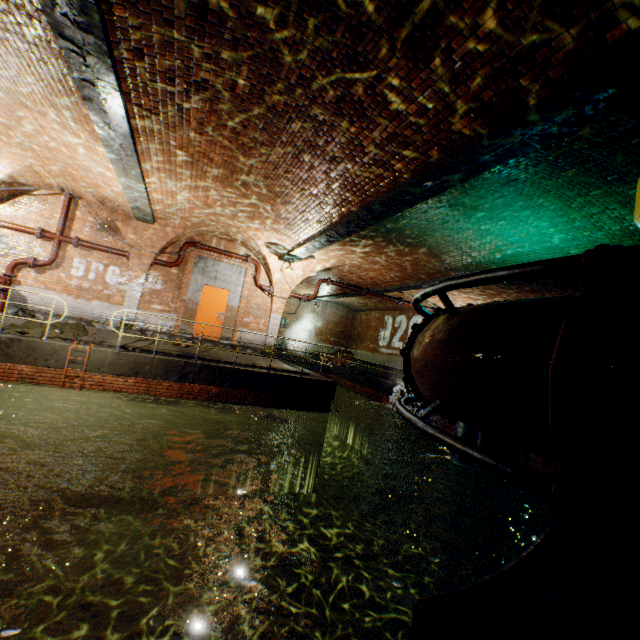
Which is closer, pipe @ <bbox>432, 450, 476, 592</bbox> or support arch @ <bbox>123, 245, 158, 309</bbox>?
pipe @ <bbox>432, 450, 476, 592</bbox>

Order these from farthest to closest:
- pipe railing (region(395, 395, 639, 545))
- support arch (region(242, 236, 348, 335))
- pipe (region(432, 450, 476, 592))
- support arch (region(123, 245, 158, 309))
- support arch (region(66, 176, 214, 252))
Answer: support arch (region(242, 236, 348, 335))
support arch (region(123, 245, 158, 309))
support arch (region(66, 176, 214, 252))
pipe (region(432, 450, 476, 592))
pipe railing (region(395, 395, 639, 545))

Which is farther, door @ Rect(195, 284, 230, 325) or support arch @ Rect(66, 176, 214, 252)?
door @ Rect(195, 284, 230, 325)

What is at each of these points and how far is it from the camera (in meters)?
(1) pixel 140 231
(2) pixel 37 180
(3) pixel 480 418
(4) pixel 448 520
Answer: (1) support arch, 11.11
(2) support arch, 9.90
(3) pipe, 2.08
(4) pipe, 8.82

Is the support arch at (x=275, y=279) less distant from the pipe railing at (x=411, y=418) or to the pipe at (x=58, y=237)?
the pipe at (x=58, y=237)

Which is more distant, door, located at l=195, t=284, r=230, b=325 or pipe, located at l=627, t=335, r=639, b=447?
door, located at l=195, t=284, r=230, b=325

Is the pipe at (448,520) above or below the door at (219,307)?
below
